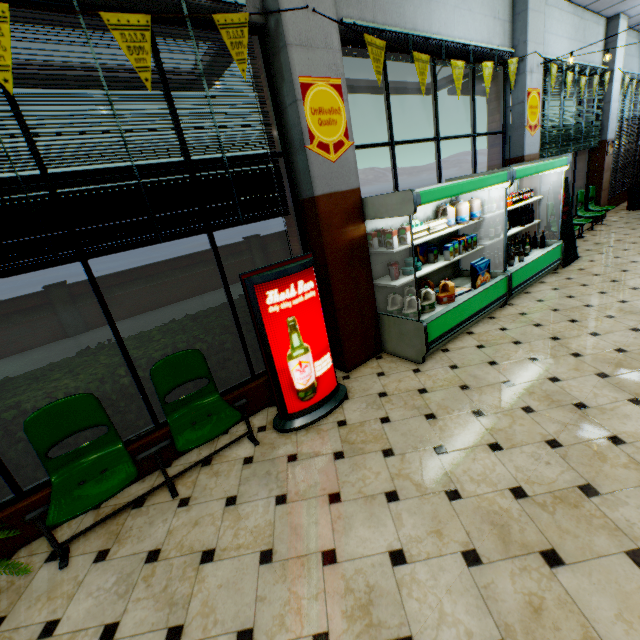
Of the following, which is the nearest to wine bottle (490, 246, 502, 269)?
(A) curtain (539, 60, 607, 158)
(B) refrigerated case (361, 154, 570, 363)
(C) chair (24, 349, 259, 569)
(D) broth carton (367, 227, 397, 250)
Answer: (B) refrigerated case (361, 154, 570, 363)

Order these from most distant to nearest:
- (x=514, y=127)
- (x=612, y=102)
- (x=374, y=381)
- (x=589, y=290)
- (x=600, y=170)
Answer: (x=600, y=170)
(x=612, y=102)
(x=514, y=127)
(x=589, y=290)
(x=374, y=381)

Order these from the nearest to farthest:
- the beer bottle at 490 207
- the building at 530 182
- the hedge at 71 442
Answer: the hedge at 71 442, the beer bottle at 490 207, the building at 530 182

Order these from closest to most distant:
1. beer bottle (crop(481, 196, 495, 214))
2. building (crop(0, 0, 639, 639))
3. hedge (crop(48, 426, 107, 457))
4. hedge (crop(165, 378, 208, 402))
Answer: building (crop(0, 0, 639, 639))
hedge (crop(48, 426, 107, 457))
hedge (crop(165, 378, 208, 402))
beer bottle (crop(481, 196, 495, 214))

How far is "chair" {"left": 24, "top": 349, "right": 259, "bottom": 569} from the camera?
2.35m

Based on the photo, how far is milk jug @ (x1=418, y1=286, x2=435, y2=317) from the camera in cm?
430

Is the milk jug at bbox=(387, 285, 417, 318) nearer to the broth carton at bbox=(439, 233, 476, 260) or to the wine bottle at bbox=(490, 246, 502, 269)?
the broth carton at bbox=(439, 233, 476, 260)

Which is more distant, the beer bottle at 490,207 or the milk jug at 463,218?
the beer bottle at 490,207
